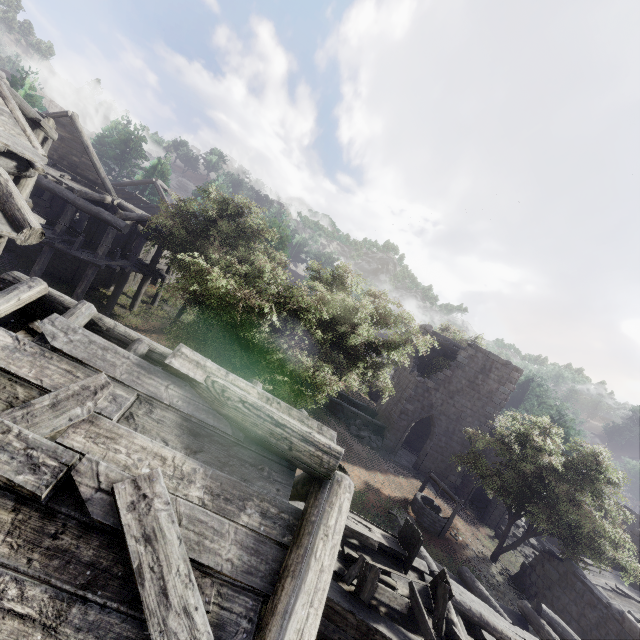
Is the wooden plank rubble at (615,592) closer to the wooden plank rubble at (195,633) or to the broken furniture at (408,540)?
the broken furniture at (408,540)

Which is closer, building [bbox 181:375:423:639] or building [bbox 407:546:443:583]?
building [bbox 181:375:423:639]

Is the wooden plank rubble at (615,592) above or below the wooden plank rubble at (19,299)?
below

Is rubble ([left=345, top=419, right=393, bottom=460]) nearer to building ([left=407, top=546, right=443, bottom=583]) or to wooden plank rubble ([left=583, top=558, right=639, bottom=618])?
building ([left=407, top=546, right=443, bottom=583])

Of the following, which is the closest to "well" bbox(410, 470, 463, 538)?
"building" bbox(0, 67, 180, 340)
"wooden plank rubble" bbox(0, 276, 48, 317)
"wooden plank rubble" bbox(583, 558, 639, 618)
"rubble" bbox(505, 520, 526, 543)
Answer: "building" bbox(0, 67, 180, 340)

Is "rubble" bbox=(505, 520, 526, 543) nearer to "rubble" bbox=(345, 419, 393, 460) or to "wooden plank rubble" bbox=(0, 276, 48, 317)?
"rubble" bbox=(345, 419, 393, 460)

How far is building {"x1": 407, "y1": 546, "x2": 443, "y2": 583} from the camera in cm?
807

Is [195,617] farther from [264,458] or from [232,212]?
[232,212]
